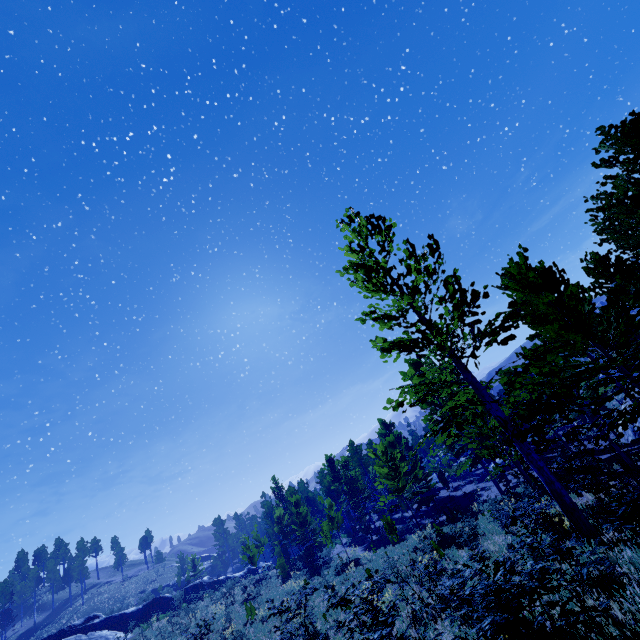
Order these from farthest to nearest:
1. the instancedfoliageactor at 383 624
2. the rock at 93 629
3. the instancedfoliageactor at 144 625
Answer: the rock at 93 629 < the instancedfoliageactor at 144 625 < the instancedfoliageactor at 383 624

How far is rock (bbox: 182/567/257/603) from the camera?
37.8 meters

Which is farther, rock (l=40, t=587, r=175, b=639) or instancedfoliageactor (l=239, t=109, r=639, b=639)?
rock (l=40, t=587, r=175, b=639)

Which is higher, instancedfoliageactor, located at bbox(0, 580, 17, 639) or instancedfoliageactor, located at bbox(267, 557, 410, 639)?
instancedfoliageactor, located at bbox(0, 580, 17, 639)

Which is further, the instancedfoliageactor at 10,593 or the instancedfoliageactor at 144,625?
the instancedfoliageactor at 10,593

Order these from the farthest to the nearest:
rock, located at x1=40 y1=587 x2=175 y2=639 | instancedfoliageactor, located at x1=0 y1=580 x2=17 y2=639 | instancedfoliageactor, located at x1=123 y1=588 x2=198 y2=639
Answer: instancedfoliageactor, located at x1=0 y1=580 x2=17 y2=639 < rock, located at x1=40 y1=587 x2=175 y2=639 < instancedfoliageactor, located at x1=123 y1=588 x2=198 y2=639

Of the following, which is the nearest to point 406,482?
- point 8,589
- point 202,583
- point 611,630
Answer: point 611,630
